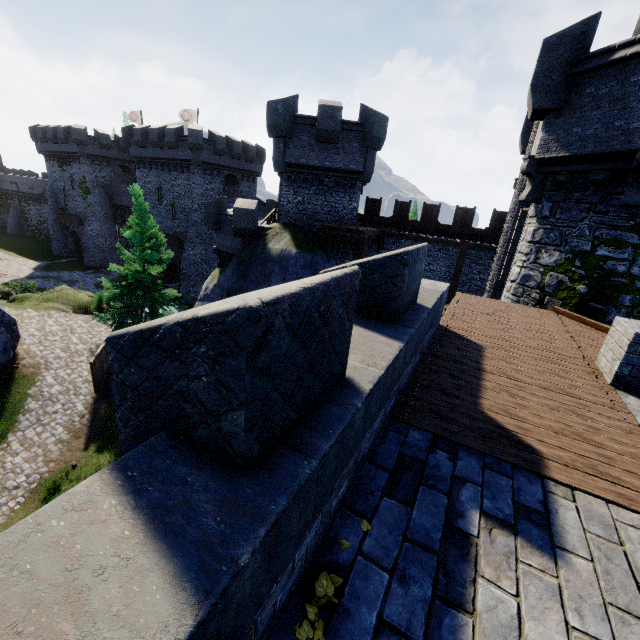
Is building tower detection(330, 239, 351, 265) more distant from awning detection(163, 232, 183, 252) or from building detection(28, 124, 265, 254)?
awning detection(163, 232, 183, 252)

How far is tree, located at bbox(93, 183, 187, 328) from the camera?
20.1 meters

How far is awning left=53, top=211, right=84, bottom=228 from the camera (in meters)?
43.94

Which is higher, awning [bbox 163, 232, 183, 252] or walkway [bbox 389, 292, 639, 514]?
walkway [bbox 389, 292, 639, 514]

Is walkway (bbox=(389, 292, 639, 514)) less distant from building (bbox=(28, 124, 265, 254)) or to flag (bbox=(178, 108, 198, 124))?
building (bbox=(28, 124, 265, 254))

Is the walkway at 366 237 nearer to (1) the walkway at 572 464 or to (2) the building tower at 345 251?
(2) the building tower at 345 251

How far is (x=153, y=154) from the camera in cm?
3431

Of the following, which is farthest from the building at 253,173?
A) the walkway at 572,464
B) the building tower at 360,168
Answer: the walkway at 572,464
